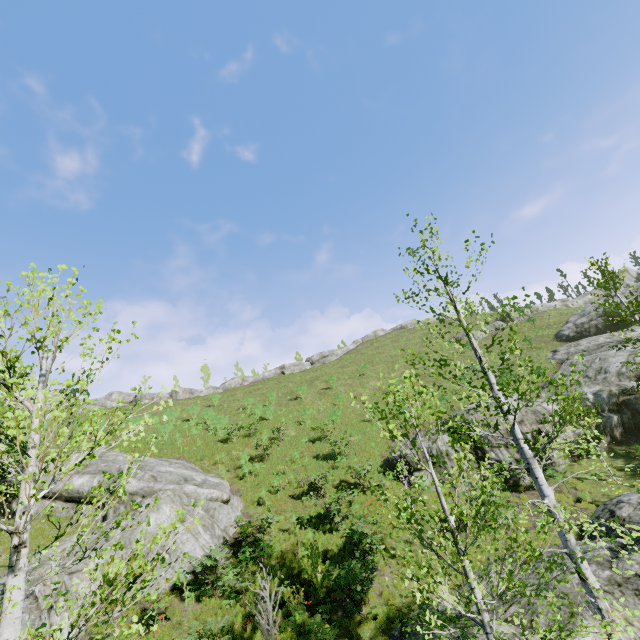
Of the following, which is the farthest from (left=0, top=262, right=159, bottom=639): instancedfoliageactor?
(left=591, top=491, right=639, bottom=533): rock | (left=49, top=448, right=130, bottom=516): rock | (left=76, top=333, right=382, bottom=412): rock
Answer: Result: (left=76, top=333, right=382, bottom=412): rock

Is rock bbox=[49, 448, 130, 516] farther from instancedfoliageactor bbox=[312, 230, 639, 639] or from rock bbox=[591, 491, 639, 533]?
rock bbox=[591, 491, 639, 533]

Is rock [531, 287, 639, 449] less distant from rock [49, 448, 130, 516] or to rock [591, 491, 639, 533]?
rock [591, 491, 639, 533]

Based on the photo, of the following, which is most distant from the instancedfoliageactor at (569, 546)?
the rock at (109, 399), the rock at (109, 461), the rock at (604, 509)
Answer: the rock at (109, 399)

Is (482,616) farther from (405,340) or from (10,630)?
(405,340)

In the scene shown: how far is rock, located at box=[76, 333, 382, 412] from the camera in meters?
41.4 m

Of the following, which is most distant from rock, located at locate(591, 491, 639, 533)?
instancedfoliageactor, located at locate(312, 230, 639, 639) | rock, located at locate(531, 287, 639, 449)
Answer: rock, located at locate(531, 287, 639, 449)

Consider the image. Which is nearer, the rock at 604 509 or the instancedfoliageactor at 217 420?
the rock at 604 509
